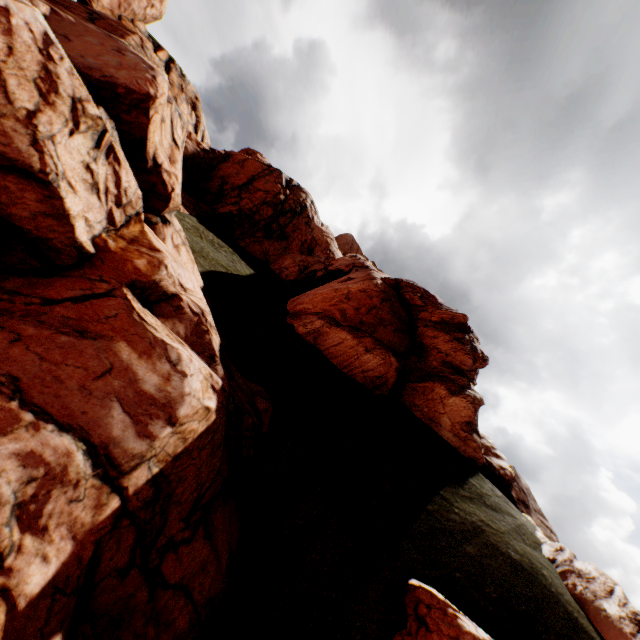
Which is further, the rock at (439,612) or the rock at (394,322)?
the rock at (439,612)

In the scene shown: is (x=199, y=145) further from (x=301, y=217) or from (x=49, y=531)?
(x=49, y=531)

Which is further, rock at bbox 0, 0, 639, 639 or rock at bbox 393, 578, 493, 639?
rock at bbox 393, 578, 493, 639
